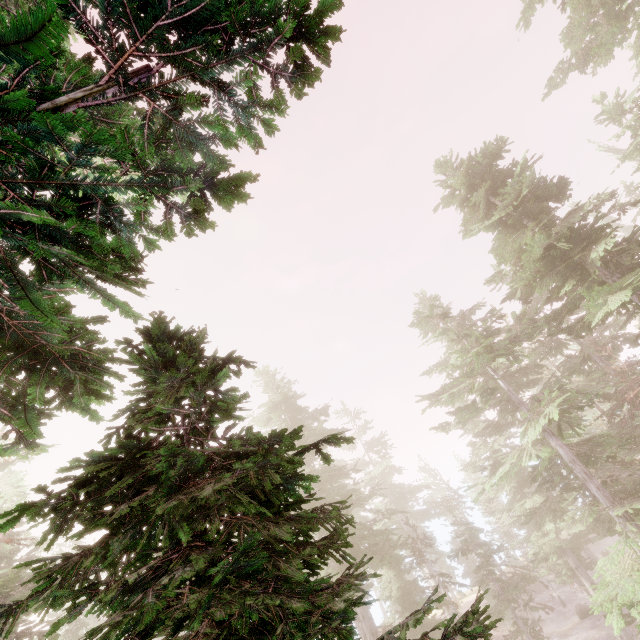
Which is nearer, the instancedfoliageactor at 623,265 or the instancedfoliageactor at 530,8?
the instancedfoliageactor at 623,265

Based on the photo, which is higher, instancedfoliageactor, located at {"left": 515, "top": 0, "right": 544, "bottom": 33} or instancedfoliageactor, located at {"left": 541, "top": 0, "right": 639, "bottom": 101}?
instancedfoliageactor, located at {"left": 515, "top": 0, "right": 544, "bottom": 33}

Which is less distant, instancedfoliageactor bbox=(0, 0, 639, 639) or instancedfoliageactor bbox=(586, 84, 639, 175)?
instancedfoliageactor bbox=(0, 0, 639, 639)

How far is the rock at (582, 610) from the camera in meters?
29.8 m

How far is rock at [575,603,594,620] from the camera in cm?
2984

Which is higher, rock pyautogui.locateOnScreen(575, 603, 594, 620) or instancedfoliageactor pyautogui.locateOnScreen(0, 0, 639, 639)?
instancedfoliageactor pyautogui.locateOnScreen(0, 0, 639, 639)

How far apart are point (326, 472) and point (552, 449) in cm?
1426
